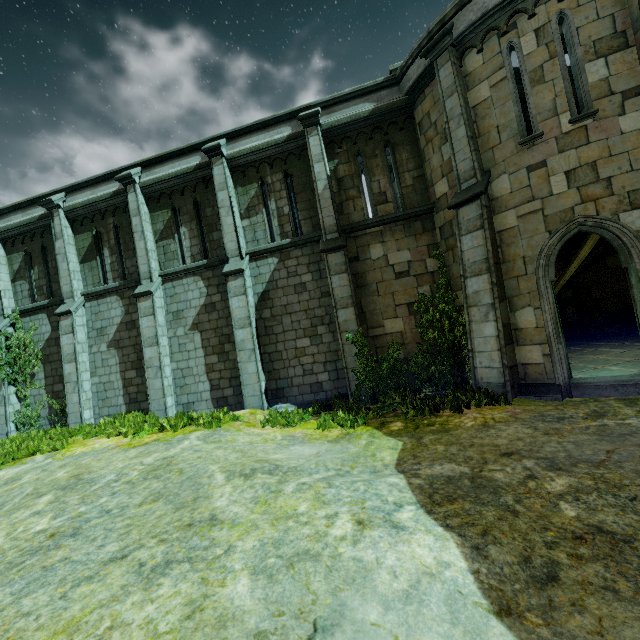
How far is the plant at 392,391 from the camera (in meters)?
7.85

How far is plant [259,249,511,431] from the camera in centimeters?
785cm

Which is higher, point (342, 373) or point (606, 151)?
point (606, 151)
